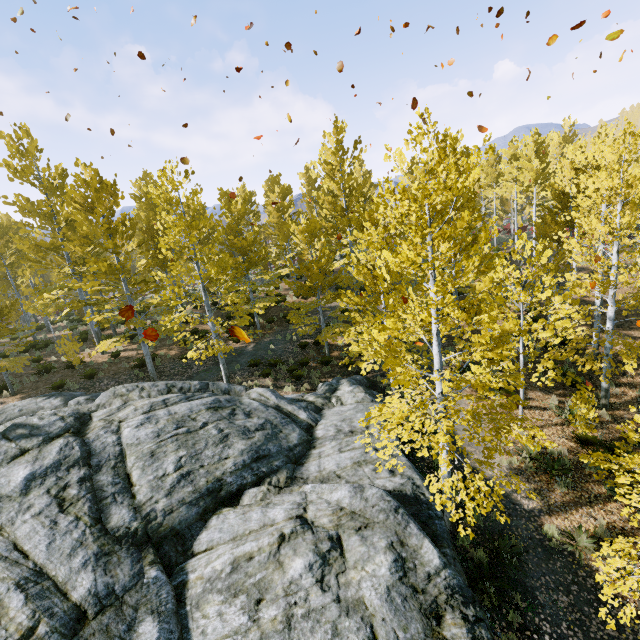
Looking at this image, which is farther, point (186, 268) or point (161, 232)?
point (186, 268)

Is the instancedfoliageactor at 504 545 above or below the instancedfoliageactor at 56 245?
below

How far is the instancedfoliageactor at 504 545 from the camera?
6.6m

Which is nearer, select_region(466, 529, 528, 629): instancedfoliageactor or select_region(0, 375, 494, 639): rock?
select_region(0, 375, 494, 639): rock

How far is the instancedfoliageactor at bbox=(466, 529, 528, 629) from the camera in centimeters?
660cm

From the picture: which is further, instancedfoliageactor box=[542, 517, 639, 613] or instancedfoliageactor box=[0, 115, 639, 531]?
instancedfoliageactor box=[0, 115, 639, 531]
